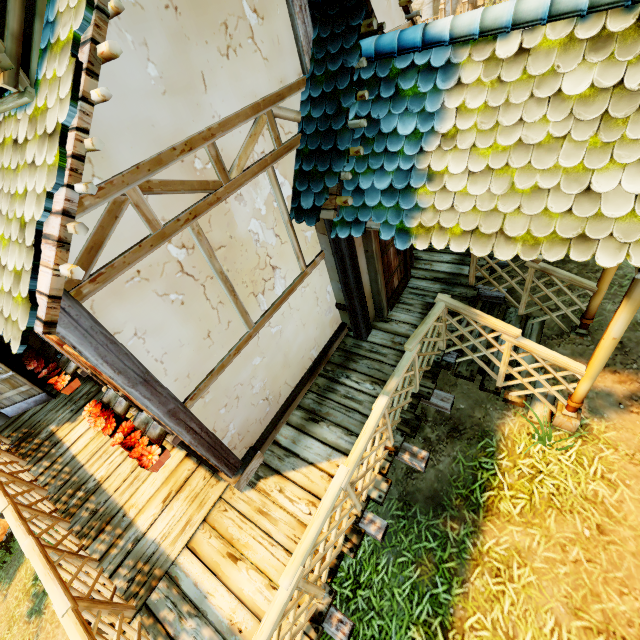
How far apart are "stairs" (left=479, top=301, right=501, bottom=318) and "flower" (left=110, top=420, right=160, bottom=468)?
4.30m

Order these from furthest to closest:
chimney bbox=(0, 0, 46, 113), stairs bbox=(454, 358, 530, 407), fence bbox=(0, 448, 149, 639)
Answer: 1. stairs bbox=(454, 358, 530, 407)
2. fence bbox=(0, 448, 149, 639)
3. chimney bbox=(0, 0, 46, 113)

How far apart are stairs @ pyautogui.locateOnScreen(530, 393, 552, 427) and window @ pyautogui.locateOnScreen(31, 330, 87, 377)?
7.0 meters

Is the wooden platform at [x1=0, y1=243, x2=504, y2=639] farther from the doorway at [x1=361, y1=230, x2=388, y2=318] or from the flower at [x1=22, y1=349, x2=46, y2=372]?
the flower at [x1=22, y1=349, x2=46, y2=372]

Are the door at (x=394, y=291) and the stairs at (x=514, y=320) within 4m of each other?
yes

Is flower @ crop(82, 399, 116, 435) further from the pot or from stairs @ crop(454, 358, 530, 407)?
stairs @ crop(454, 358, 530, 407)

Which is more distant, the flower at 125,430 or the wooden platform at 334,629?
the flower at 125,430

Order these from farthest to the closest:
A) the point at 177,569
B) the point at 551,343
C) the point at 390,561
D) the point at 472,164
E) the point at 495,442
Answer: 1. the point at 551,343
2. the point at 495,442
3. the point at 390,561
4. the point at 177,569
5. the point at 472,164
